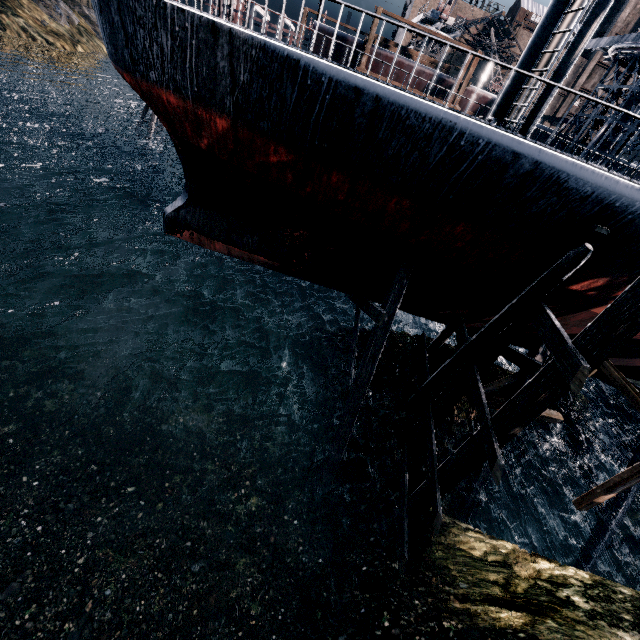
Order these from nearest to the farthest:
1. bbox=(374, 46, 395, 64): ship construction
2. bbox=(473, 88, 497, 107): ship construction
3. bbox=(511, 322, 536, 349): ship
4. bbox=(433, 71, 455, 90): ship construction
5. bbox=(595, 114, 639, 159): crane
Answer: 1. bbox=(511, 322, 536, 349): ship
2. bbox=(595, 114, 639, 159): crane
3. bbox=(374, 46, 395, 64): ship construction
4. bbox=(433, 71, 455, 90): ship construction
5. bbox=(473, 88, 497, 107): ship construction

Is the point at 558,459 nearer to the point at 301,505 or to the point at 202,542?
the point at 301,505

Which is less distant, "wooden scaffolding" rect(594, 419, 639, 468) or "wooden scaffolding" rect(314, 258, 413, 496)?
"wooden scaffolding" rect(314, 258, 413, 496)

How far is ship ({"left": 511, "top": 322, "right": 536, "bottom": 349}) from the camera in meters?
12.3 m

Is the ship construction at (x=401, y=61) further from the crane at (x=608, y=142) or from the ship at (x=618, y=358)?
the ship at (x=618, y=358)

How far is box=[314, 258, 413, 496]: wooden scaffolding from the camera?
11.1 meters

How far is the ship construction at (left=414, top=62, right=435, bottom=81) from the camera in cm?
2731

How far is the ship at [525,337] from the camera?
12.33m
